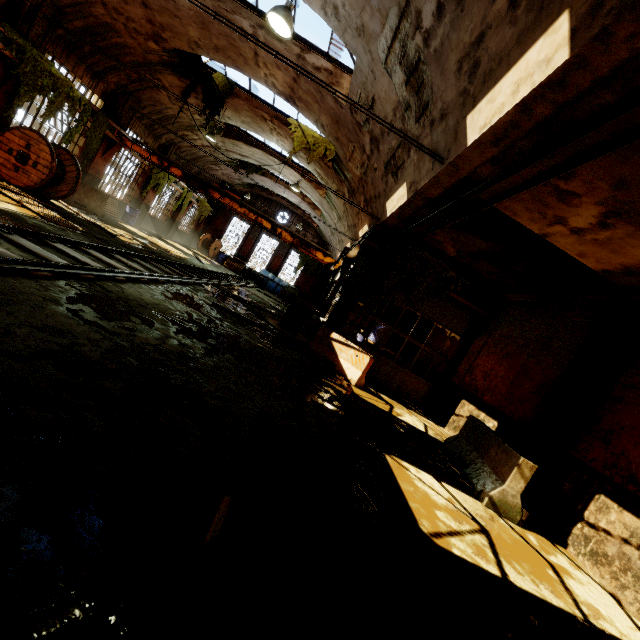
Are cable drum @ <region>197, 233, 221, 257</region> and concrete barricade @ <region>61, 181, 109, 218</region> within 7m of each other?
no

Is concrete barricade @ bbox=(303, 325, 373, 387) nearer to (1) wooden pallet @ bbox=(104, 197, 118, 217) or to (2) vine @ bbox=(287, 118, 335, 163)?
(2) vine @ bbox=(287, 118, 335, 163)

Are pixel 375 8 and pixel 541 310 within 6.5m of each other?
no

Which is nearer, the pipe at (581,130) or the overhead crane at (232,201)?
the pipe at (581,130)

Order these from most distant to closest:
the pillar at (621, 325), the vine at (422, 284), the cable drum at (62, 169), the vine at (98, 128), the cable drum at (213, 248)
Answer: the cable drum at (213, 248) → the vine at (98, 128) → the vine at (422, 284) → the cable drum at (62, 169) → the pillar at (621, 325)

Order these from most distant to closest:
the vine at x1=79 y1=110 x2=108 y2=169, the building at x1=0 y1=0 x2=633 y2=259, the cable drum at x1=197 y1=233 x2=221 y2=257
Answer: the cable drum at x1=197 y1=233 x2=221 y2=257 → the vine at x1=79 y1=110 x2=108 y2=169 → the building at x1=0 y1=0 x2=633 y2=259

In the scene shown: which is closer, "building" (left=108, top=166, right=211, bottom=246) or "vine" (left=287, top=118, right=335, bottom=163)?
"vine" (left=287, top=118, right=335, bottom=163)

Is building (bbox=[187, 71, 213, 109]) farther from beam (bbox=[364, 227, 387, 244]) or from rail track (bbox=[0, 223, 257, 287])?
rail track (bbox=[0, 223, 257, 287])
